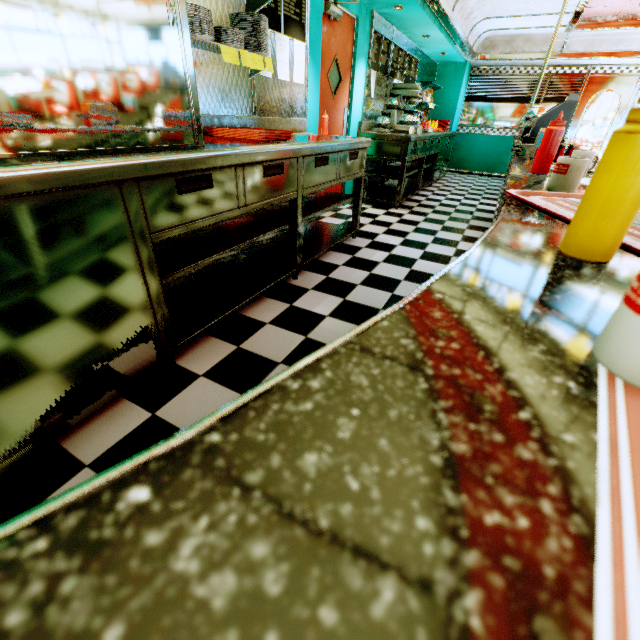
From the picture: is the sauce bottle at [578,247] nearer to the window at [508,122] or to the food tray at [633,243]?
the food tray at [633,243]

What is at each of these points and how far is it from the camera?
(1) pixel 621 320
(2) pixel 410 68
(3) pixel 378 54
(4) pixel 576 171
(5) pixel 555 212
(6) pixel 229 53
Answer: (1) coffee cup, 0.3m
(2) menu board, 6.6m
(3) menu board, 5.1m
(4) coffee cup, 1.0m
(5) food tray, 0.7m
(6) menu board, 2.3m

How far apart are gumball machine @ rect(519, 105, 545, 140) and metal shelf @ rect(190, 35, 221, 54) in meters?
4.9

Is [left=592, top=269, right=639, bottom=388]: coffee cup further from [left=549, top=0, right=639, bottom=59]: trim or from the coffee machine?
the coffee machine

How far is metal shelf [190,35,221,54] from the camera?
2.11m

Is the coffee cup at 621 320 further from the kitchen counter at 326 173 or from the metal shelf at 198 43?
the metal shelf at 198 43

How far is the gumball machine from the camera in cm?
476

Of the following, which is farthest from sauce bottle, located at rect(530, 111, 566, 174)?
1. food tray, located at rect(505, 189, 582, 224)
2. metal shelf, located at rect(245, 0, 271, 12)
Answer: metal shelf, located at rect(245, 0, 271, 12)
